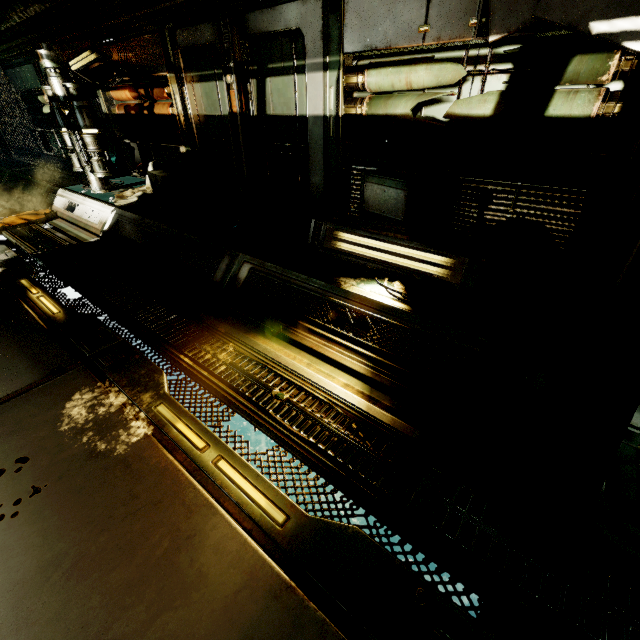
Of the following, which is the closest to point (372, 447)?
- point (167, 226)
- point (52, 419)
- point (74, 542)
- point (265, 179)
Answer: point (74, 542)

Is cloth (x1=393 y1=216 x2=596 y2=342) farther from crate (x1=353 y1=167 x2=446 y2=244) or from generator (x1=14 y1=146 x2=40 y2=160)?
generator (x1=14 y1=146 x2=40 y2=160)

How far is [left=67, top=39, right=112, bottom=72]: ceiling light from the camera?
6.2m

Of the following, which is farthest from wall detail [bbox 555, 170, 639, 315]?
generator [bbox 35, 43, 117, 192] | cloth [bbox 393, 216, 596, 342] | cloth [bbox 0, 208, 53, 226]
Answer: cloth [bbox 0, 208, 53, 226]

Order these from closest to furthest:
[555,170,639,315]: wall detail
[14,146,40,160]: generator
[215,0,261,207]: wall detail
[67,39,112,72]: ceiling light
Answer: [555,170,639,315]: wall detail < [215,0,261,207]: wall detail < [67,39,112,72]: ceiling light < [14,146,40,160]: generator

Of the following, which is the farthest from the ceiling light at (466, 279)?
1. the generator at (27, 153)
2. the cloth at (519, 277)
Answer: the generator at (27, 153)

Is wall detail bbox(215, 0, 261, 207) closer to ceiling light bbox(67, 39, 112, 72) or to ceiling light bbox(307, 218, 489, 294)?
ceiling light bbox(307, 218, 489, 294)

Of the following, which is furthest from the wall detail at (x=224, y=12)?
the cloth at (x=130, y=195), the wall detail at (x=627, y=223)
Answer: the wall detail at (x=627, y=223)
